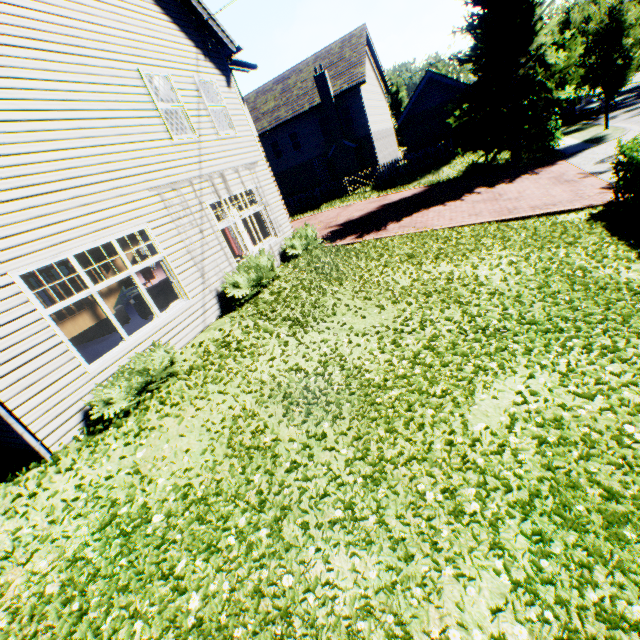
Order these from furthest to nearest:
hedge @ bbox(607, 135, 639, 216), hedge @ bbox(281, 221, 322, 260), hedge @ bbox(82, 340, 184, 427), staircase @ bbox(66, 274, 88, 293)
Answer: hedge @ bbox(281, 221, 322, 260)
hedge @ bbox(607, 135, 639, 216)
staircase @ bbox(66, 274, 88, 293)
hedge @ bbox(82, 340, 184, 427)

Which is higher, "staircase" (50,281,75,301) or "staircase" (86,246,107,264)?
"staircase" (86,246,107,264)

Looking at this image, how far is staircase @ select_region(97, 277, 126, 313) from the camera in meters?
6.5

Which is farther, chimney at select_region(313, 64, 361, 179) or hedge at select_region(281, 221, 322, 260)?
chimney at select_region(313, 64, 361, 179)

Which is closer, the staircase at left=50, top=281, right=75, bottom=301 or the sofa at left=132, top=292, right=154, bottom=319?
the staircase at left=50, top=281, right=75, bottom=301

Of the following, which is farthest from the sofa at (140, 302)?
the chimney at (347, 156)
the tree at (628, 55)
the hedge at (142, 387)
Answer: the chimney at (347, 156)

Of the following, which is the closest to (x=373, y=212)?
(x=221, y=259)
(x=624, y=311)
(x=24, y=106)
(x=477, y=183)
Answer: (x=477, y=183)

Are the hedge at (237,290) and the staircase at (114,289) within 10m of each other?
yes
